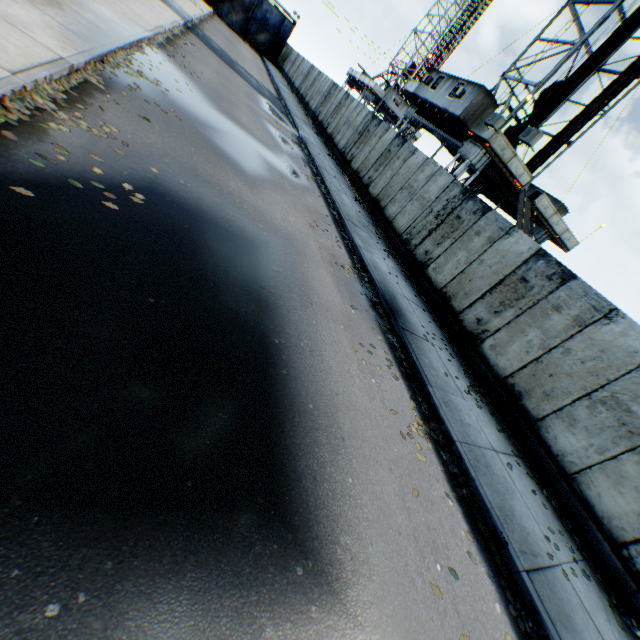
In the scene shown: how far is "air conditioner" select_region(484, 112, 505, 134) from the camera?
15.7m

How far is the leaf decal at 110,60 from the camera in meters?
7.6 m

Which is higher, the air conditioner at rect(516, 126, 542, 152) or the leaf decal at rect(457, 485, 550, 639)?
the air conditioner at rect(516, 126, 542, 152)

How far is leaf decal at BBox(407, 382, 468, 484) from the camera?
5.40m

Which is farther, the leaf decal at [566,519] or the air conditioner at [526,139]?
the air conditioner at [526,139]

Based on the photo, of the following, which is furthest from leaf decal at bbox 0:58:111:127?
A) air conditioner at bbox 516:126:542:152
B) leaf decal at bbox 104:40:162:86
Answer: air conditioner at bbox 516:126:542:152

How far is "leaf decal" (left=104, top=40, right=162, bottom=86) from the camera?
7.6m

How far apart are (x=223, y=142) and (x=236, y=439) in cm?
887
